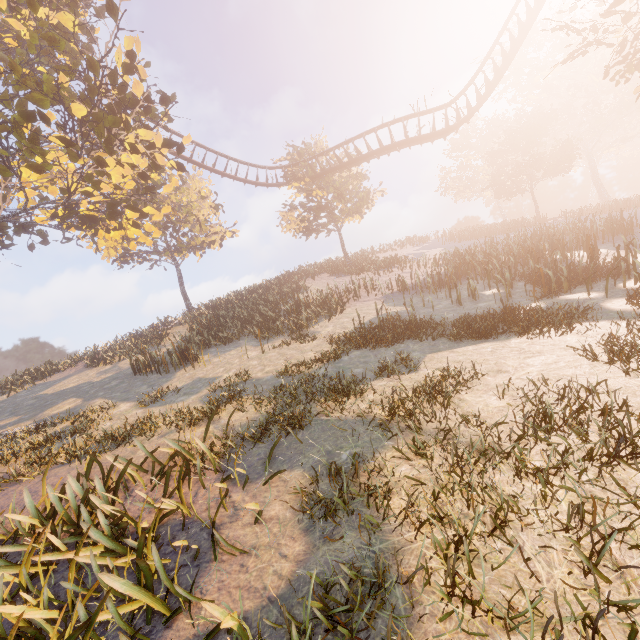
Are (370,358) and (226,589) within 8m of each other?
yes

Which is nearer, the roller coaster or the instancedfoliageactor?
the instancedfoliageactor

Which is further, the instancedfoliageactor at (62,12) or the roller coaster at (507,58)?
the roller coaster at (507,58)
